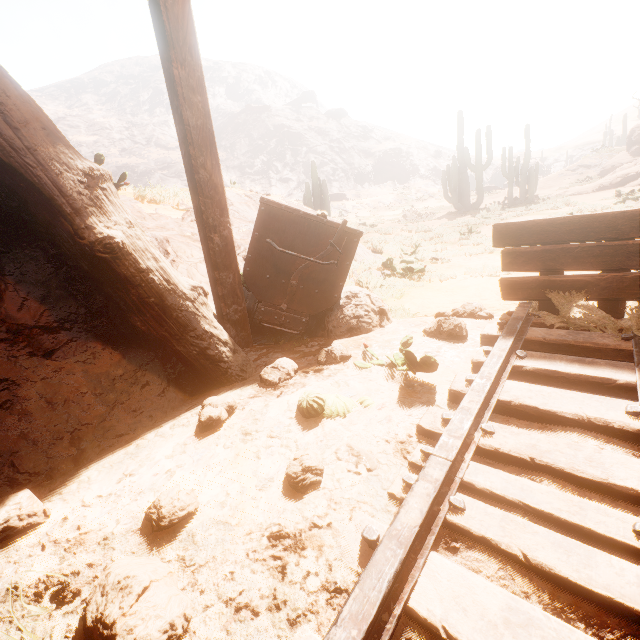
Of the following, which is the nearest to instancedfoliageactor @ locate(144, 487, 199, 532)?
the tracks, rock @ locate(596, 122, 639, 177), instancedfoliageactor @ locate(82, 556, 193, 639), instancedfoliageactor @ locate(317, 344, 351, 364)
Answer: instancedfoliageactor @ locate(82, 556, 193, 639)

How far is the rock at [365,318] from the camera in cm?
332

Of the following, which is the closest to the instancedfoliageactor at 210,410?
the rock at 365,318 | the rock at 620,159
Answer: the rock at 365,318

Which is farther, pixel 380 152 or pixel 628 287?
pixel 380 152

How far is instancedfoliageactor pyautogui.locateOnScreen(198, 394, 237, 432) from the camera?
1.8 meters

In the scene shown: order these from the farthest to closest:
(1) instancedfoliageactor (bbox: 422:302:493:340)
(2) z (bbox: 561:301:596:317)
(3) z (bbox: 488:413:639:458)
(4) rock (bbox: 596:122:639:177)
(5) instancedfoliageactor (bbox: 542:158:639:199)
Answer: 1. (4) rock (bbox: 596:122:639:177)
2. (5) instancedfoliageactor (bbox: 542:158:639:199)
3. (1) instancedfoliageactor (bbox: 422:302:493:340)
4. (2) z (bbox: 561:301:596:317)
5. (3) z (bbox: 488:413:639:458)

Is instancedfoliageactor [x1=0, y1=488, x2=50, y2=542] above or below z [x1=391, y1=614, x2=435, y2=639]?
above

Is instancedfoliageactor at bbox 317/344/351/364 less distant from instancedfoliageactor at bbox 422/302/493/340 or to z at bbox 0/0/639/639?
z at bbox 0/0/639/639
